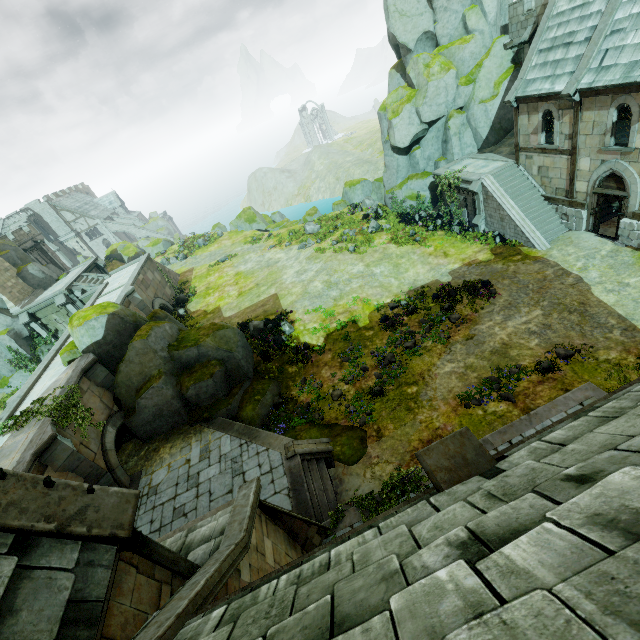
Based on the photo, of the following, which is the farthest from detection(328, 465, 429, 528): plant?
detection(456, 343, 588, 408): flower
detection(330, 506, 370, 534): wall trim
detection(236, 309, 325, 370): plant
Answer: detection(236, 309, 325, 370): plant

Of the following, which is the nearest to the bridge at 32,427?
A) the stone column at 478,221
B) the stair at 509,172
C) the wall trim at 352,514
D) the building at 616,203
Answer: the wall trim at 352,514

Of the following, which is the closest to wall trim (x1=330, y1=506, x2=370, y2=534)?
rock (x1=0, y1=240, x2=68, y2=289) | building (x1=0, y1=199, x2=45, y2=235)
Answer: rock (x1=0, y1=240, x2=68, y2=289)

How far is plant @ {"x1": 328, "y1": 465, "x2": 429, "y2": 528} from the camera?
10.45m

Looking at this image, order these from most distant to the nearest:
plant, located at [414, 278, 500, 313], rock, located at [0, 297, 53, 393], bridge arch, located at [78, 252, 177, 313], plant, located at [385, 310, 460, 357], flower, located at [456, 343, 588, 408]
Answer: bridge arch, located at [78, 252, 177, 313] → rock, located at [0, 297, 53, 393] → plant, located at [414, 278, 500, 313] → plant, located at [385, 310, 460, 357] → flower, located at [456, 343, 588, 408]

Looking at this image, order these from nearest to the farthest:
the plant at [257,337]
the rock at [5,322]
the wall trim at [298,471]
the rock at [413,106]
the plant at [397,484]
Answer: the plant at [397,484]
the wall trim at [298,471]
the plant at [257,337]
the rock at [413,106]
the rock at [5,322]

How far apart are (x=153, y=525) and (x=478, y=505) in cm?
1504

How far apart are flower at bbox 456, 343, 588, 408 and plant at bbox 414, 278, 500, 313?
5.23m
